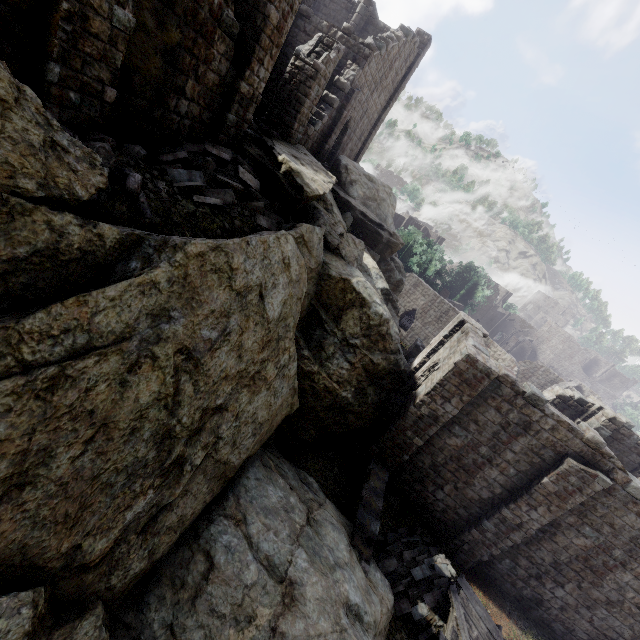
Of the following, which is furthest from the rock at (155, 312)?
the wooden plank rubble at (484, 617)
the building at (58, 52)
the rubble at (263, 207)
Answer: the wooden plank rubble at (484, 617)

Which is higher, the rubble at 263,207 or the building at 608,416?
the rubble at 263,207

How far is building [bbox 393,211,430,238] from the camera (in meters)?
55.34

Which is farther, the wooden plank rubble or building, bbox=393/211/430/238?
building, bbox=393/211/430/238

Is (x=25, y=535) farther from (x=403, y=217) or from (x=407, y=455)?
(x=403, y=217)

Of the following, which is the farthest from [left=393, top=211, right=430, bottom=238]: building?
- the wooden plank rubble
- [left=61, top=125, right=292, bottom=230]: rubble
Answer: [left=61, top=125, right=292, bottom=230]: rubble

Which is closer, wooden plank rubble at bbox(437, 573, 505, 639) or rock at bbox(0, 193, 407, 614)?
rock at bbox(0, 193, 407, 614)

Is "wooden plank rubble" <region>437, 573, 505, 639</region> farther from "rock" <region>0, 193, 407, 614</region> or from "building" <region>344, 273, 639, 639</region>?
"rock" <region>0, 193, 407, 614</region>
